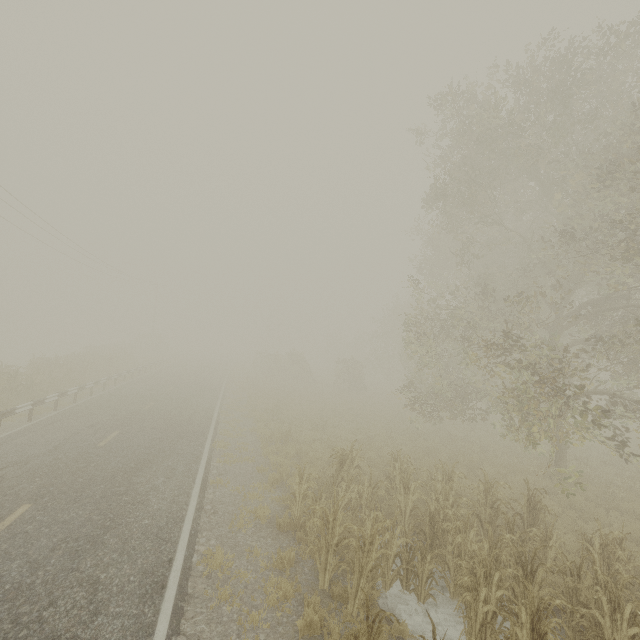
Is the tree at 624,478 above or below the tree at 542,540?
below

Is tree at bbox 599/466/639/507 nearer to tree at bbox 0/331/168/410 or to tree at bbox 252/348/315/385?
tree at bbox 252/348/315/385

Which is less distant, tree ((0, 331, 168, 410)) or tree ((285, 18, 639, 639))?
tree ((285, 18, 639, 639))

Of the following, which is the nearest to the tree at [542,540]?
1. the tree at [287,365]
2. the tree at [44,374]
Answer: the tree at [287,365]

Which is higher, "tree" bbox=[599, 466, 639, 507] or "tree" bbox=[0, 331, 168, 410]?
"tree" bbox=[0, 331, 168, 410]

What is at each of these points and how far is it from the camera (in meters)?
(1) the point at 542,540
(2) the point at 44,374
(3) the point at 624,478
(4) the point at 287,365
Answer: (1) tree, 6.49
(2) tree, 19.48
(3) tree, 12.91
(4) tree, 37.47
